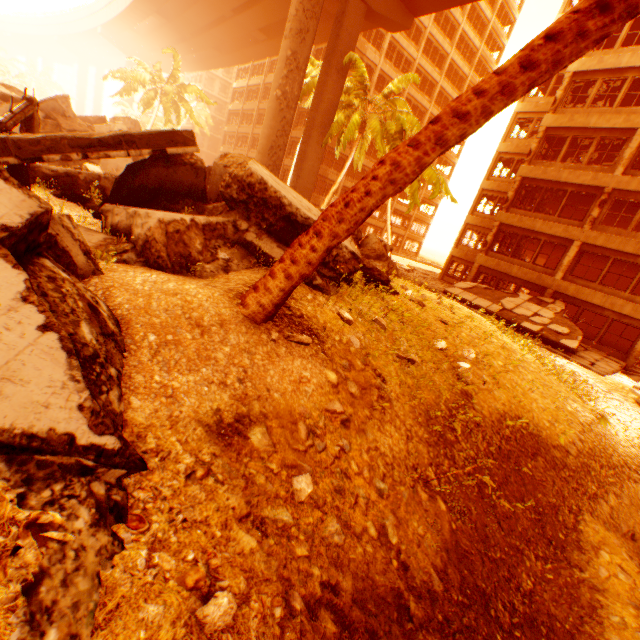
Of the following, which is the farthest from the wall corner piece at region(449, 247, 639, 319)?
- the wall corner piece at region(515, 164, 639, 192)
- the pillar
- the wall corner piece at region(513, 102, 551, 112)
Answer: the wall corner piece at region(513, 102, 551, 112)

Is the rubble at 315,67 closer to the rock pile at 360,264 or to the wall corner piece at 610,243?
the rock pile at 360,264

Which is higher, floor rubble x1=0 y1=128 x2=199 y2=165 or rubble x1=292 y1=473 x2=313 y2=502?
floor rubble x1=0 y1=128 x2=199 y2=165

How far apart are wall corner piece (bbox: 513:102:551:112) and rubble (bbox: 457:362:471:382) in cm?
2667

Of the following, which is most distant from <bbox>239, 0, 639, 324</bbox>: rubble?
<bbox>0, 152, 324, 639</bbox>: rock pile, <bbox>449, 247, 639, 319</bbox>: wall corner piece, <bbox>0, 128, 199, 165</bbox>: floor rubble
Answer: <bbox>449, 247, 639, 319</bbox>: wall corner piece

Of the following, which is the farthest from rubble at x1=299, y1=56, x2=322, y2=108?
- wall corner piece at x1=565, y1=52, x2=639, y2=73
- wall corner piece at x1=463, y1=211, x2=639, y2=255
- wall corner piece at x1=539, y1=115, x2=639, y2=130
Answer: wall corner piece at x1=565, y1=52, x2=639, y2=73

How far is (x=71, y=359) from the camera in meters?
2.2

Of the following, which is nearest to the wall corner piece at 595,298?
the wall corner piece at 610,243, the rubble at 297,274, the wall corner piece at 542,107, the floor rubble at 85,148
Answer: the wall corner piece at 610,243
